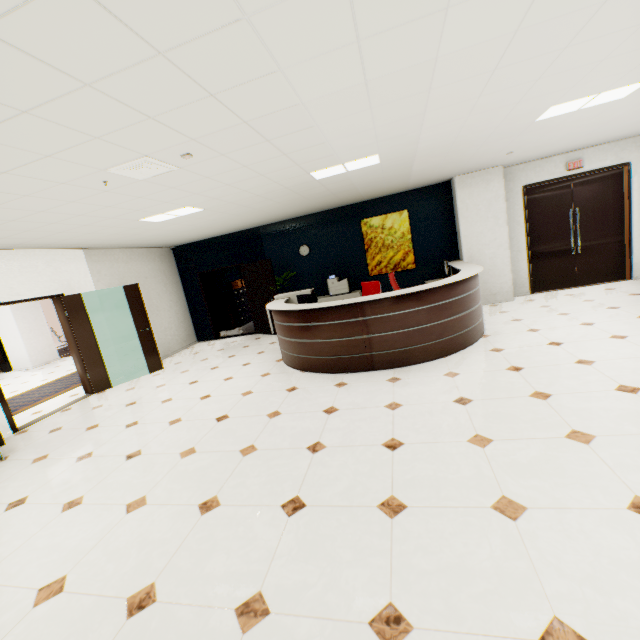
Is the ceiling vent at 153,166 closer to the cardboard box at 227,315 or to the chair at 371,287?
the chair at 371,287

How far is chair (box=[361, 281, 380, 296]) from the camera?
6.2 meters

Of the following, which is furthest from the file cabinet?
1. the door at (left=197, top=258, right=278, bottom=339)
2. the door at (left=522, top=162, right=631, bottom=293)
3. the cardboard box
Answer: the door at (left=522, top=162, right=631, bottom=293)

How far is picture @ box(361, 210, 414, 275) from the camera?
8.0m

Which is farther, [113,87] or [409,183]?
[409,183]

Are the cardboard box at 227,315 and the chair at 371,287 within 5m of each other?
no

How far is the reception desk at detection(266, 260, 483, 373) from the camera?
4.66m

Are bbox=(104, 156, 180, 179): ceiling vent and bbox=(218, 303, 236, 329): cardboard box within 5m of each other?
no
